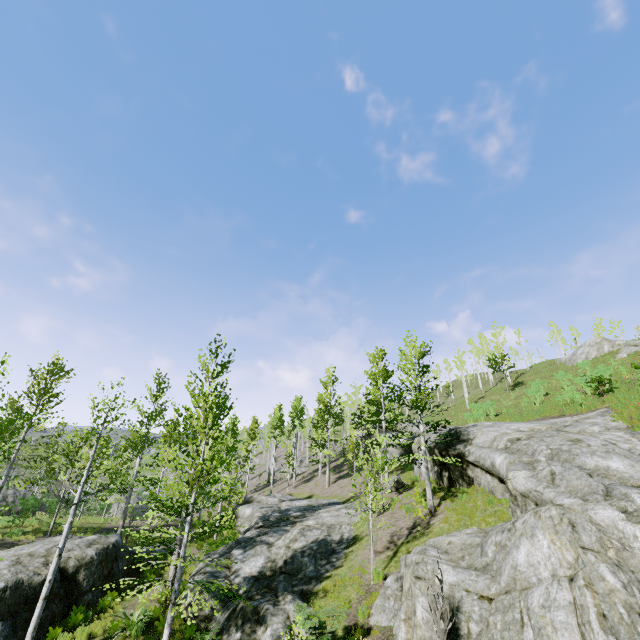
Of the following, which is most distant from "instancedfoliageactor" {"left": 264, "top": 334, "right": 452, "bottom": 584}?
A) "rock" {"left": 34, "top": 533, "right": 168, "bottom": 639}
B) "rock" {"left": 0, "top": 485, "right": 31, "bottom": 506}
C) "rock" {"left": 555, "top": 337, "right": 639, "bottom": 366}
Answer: "rock" {"left": 555, "top": 337, "right": 639, "bottom": 366}

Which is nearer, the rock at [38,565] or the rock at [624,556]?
the rock at [624,556]

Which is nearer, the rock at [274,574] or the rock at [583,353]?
the rock at [274,574]

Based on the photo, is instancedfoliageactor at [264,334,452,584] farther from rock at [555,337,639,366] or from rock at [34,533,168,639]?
rock at [555,337,639,366]

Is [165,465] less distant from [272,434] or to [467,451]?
[467,451]

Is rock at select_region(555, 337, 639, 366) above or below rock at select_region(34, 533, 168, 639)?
above

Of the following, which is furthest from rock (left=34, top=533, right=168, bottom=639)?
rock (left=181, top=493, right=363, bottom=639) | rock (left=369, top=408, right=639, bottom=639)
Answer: rock (left=369, top=408, right=639, bottom=639)
